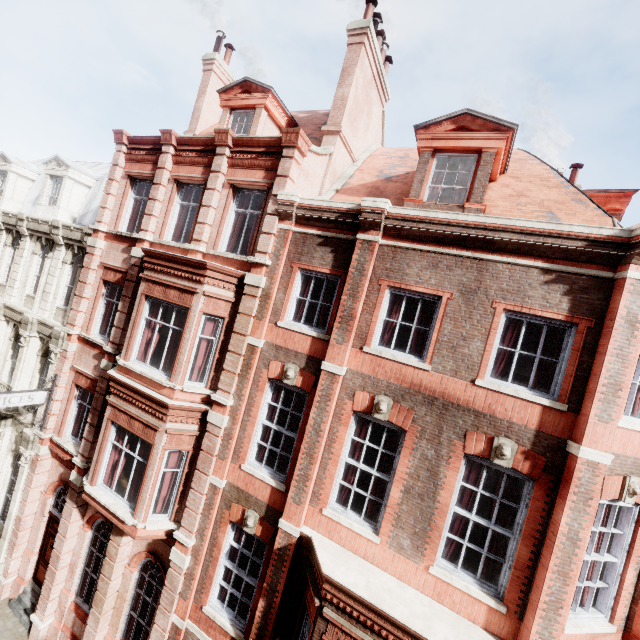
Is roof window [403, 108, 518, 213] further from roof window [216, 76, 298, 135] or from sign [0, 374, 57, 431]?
sign [0, 374, 57, 431]

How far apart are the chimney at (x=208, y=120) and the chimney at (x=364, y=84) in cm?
672

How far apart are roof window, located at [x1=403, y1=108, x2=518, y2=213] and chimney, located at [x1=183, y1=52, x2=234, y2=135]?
10.13m

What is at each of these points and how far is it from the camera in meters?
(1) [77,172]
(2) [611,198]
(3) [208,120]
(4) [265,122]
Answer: (1) roof window, 15.3 m
(2) roof window, 9.9 m
(3) chimney, 14.9 m
(4) roof window, 11.9 m

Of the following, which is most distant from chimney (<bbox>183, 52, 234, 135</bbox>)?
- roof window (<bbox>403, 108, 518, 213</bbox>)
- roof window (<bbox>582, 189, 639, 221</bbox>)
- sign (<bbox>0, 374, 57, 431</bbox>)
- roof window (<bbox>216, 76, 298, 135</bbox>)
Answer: roof window (<bbox>582, 189, 639, 221</bbox>)

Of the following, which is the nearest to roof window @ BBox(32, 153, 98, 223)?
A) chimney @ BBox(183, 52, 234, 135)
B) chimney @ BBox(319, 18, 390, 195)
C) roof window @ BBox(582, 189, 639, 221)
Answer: chimney @ BBox(183, 52, 234, 135)

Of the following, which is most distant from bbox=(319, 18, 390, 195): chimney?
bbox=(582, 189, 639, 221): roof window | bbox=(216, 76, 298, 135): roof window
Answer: bbox=(582, 189, 639, 221): roof window

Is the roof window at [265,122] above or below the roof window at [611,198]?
above
